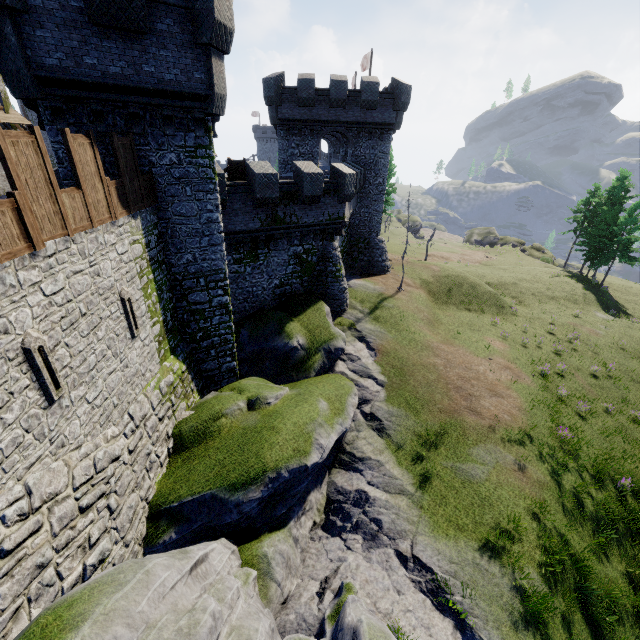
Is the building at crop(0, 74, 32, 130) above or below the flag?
below

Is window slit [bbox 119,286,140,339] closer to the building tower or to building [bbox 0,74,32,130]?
the building tower

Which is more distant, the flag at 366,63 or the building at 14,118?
the flag at 366,63

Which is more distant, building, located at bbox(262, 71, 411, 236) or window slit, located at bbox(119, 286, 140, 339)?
building, located at bbox(262, 71, 411, 236)

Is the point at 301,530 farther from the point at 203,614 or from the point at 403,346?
the point at 403,346

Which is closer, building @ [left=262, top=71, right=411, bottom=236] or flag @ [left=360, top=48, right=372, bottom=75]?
building @ [left=262, top=71, right=411, bottom=236]

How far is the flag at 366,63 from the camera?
32.53m

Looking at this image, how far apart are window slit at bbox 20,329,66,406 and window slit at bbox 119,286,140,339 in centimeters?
293cm
